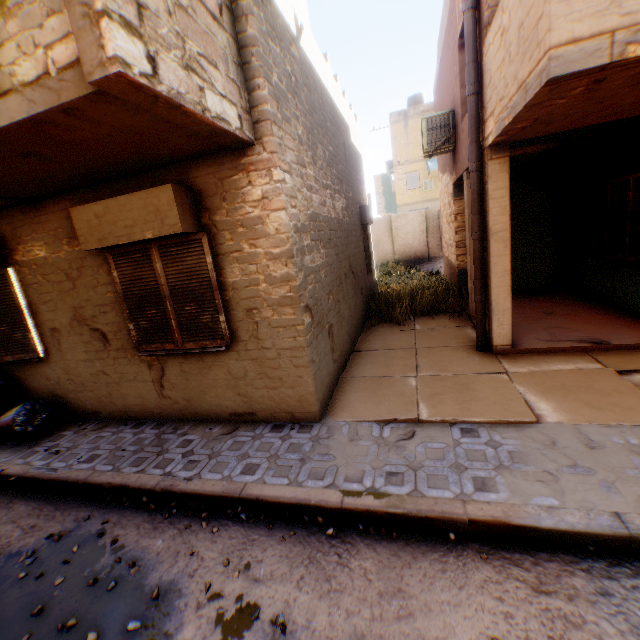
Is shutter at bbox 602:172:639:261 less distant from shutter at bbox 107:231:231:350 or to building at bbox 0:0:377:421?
building at bbox 0:0:377:421

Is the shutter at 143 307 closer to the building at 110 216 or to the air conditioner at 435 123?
the building at 110 216

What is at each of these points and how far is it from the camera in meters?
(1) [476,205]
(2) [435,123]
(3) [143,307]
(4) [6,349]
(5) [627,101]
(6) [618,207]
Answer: (1) pipe, 5.3
(2) air conditioner, 7.8
(3) shutter, 4.7
(4) shutter, 5.6
(5) building, 3.7
(6) shutter, 6.2

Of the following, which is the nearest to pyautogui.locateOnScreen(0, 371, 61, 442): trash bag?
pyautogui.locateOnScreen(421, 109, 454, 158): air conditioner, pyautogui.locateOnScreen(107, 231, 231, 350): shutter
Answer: pyautogui.locateOnScreen(107, 231, 231, 350): shutter

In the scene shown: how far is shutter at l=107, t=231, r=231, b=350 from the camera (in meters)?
4.26

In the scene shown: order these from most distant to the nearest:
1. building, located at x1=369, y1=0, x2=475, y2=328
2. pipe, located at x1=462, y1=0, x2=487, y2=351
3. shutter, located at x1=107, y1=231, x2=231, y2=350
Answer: building, located at x1=369, y1=0, x2=475, y2=328, pipe, located at x1=462, y1=0, x2=487, y2=351, shutter, located at x1=107, y1=231, x2=231, y2=350

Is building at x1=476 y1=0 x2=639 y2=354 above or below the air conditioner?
below

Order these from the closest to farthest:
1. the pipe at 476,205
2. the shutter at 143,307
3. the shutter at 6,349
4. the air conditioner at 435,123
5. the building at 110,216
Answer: the building at 110,216 → the shutter at 143,307 → the pipe at 476,205 → the shutter at 6,349 → the air conditioner at 435,123
